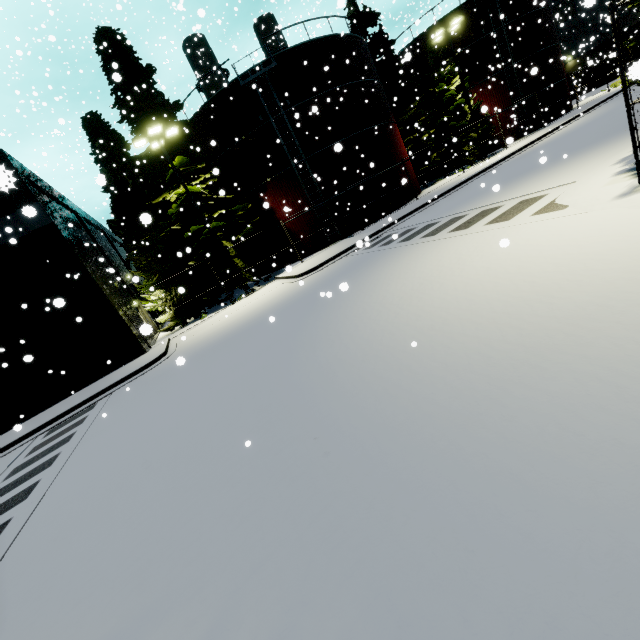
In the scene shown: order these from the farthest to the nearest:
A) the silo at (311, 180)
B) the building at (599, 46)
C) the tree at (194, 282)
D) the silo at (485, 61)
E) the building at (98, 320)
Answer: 1. the building at (599, 46)
2. the silo at (485, 61)
3. the silo at (311, 180)
4. the tree at (194, 282)
5. the building at (98, 320)

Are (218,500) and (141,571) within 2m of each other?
yes

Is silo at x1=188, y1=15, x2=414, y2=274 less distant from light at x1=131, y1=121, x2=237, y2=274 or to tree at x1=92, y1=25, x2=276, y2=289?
tree at x1=92, y1=25, x2=276, y2=289

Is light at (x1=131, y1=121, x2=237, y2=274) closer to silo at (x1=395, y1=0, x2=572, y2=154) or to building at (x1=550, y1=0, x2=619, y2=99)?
silo at (x1=395, y1=0, x2=572, y2=154)

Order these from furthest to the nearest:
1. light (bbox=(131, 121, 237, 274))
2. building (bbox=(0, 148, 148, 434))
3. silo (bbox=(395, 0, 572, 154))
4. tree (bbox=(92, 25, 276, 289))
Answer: silo (bbox=(395, 0, 572, 154)), tree (bbox=(92, 25, 276, 289)), light (bbox=(131, 121, 237, 274)), building (bbox=(0, 148, 148, 434))

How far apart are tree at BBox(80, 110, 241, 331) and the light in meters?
3.5

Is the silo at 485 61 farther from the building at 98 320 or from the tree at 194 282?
the building at 98 320

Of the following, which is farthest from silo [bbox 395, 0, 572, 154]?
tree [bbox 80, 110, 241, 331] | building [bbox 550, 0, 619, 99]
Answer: tree [bbox 80, 110, 241, 331]
